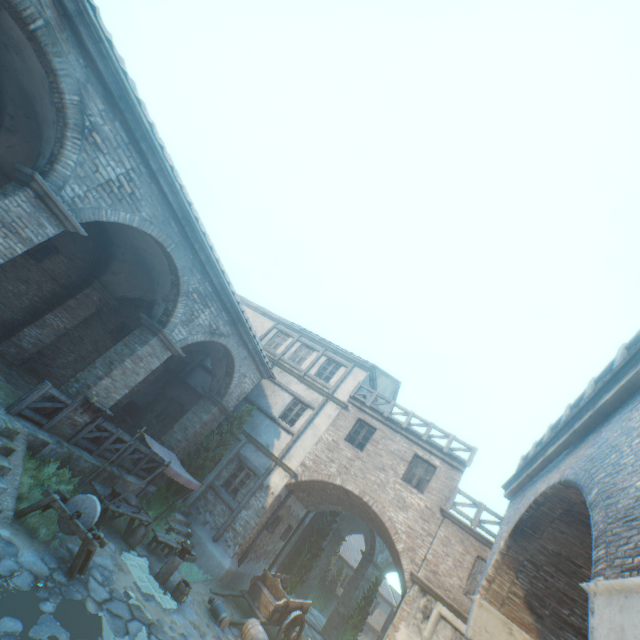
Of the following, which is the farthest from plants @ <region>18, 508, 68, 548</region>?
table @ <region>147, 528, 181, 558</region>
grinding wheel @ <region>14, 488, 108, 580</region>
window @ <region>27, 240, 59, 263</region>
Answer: window @ <region>27, 240, 59, 263</region>

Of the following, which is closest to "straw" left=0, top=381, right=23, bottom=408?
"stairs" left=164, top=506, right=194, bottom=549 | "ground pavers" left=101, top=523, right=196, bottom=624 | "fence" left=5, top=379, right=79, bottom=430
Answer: "fence" left=5, top=379, right=79, bottom=430

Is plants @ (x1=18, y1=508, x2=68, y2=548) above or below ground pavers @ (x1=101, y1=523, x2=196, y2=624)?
above

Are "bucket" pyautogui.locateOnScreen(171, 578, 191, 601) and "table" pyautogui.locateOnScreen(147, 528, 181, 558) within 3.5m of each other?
yes

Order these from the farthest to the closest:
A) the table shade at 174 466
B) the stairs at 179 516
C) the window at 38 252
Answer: the stairs at 179 516
the window at 38 252
the table shade at 174 466

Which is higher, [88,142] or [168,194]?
[168,194]

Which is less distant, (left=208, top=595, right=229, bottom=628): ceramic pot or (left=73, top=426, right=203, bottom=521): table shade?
(left=73, top=426, right=203, bottom=521): table shade

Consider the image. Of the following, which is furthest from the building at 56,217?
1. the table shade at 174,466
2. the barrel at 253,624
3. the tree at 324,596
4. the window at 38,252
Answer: the tree at 324,596
